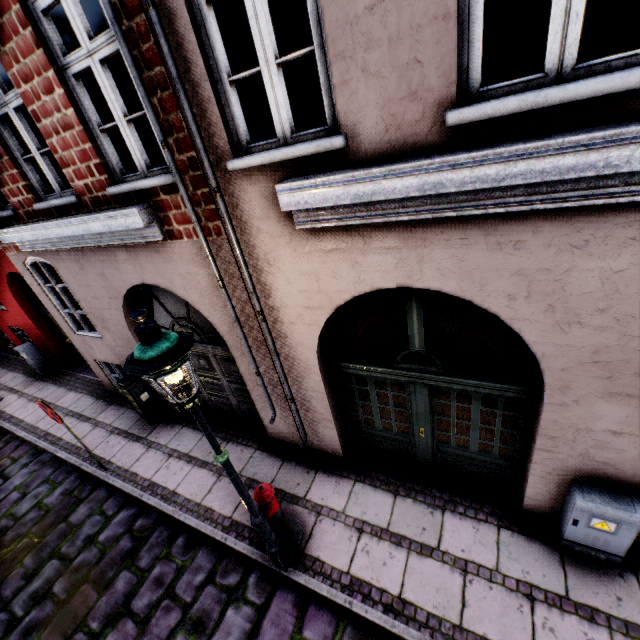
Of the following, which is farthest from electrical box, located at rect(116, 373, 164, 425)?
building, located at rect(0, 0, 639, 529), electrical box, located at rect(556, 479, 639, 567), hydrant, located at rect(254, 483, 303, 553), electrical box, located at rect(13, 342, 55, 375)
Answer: electrical box, located at rect(556, 479, 639, 567)

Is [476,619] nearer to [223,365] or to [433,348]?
[433,348]

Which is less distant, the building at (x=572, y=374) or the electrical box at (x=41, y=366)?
the building at (x=572, y=374)

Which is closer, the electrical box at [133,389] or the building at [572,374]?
the building at [572,374]

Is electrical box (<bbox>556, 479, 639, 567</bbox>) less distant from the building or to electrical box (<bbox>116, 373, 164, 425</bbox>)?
the building

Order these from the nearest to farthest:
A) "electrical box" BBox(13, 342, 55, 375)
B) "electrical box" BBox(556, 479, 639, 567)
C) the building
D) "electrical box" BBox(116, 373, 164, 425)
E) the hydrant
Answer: the building → "electrical box" BBox(556, 479, 639, 567) → the hydrant → "electrical box" BBox(116, 373, 164, 425) → "electrical box" BBox(13, 342, 55, 375)

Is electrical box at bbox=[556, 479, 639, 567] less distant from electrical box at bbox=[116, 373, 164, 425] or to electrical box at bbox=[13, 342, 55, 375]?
electrical box at bbox=[116, 373, 164, 425]

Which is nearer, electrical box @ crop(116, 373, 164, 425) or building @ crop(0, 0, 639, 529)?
building @ crop(0, 0, 639, 529)
